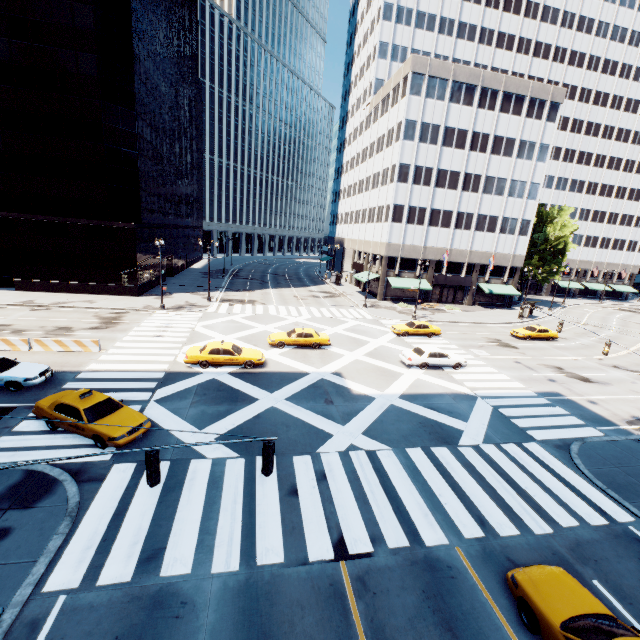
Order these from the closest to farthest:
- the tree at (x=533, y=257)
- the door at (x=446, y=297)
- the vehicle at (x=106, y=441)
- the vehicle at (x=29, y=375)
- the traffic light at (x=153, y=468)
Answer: the traffic light at (x=153, y=468) → the vehicle at (x=106, y=441) → the vehicle at (x=29, y=375) → the door at (x=446, y=297) → the tree at (x=533, y=257)

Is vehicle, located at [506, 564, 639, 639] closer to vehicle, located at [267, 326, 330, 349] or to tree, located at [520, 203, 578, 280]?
tree, located at [520, 203, 578, 280]

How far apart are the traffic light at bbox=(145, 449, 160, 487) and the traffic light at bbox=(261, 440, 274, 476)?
2.3 meters

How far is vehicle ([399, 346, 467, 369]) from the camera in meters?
24.6

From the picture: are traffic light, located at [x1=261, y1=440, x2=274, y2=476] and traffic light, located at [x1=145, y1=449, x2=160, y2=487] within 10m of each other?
yes

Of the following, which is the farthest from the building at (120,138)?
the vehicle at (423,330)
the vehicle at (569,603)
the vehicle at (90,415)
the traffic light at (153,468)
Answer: the vehicle at (569,603)

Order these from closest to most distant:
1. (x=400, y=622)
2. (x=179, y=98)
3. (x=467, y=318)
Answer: (x=400, y=622) → (x=467, y=318) → (x=179, y=98)

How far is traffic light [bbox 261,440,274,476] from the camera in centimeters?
748cm
